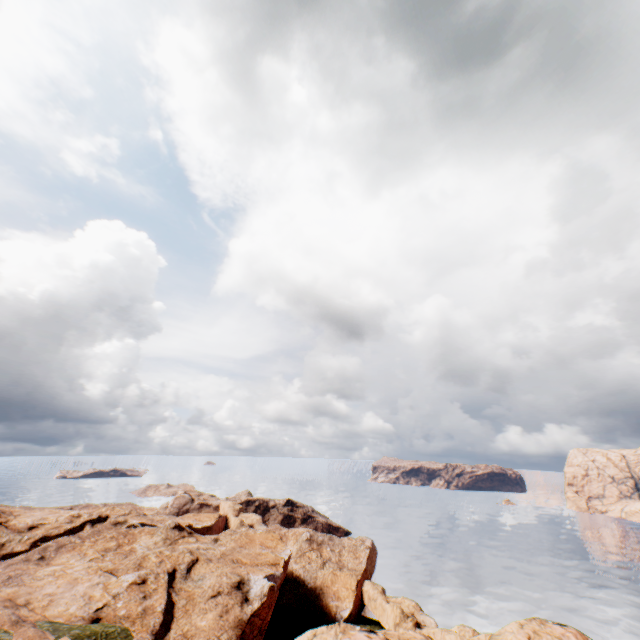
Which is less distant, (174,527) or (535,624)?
(535,624)
